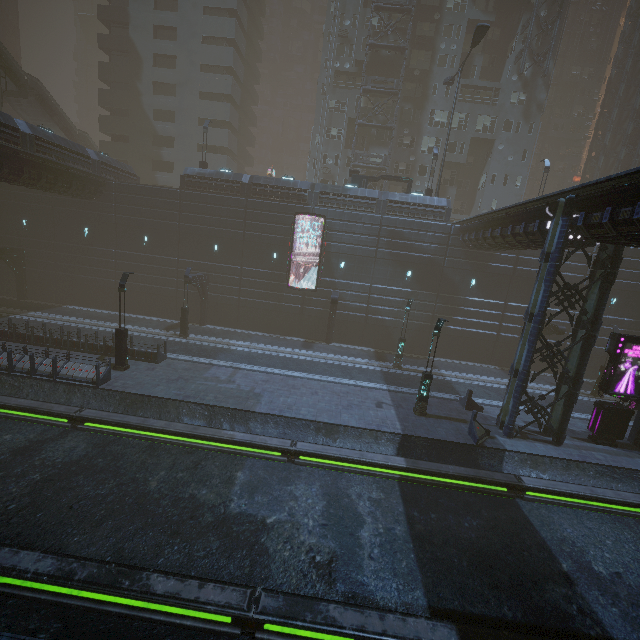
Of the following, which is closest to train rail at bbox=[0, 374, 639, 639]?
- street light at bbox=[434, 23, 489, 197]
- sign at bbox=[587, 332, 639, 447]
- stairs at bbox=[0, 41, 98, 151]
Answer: sign at bbox=[587, 332, 639, 447]

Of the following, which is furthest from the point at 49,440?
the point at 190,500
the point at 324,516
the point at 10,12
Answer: the point at 10,12

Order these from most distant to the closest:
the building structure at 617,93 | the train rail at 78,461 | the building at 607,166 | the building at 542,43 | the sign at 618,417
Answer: the building at 607,166
the building structure at 617,93
the building at 542,43
the sign at 618,417
the train rail at 78,461

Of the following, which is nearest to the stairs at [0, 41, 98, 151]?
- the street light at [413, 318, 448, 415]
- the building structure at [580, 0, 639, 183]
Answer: the street light at [413, 318, 448, 415]

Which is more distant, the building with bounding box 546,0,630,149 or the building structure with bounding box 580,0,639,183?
the building with bounding box 546,0,630,149

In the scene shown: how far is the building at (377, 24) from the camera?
35.9 meters

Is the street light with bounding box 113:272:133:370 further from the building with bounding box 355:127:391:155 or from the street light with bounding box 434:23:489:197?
the street light with bounding box 434:23:489:197

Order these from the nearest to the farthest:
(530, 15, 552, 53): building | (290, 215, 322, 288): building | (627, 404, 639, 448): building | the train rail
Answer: the train rail, (627, 404, 639, 448): building, (290, 215, 322, 288): building, (530, 15, 552, 53): building
